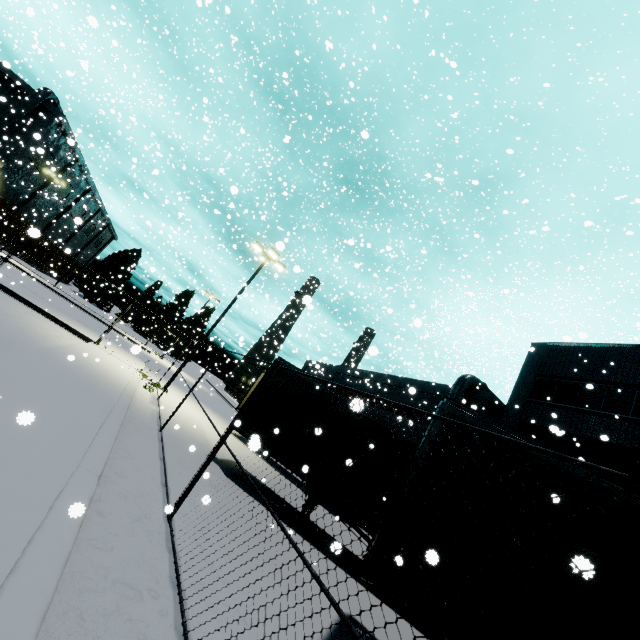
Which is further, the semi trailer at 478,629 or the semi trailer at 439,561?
the semi trailer at 478,629

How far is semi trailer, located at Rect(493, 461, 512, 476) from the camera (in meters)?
4.70

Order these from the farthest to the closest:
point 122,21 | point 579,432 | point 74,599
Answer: point 579,432
point 122,21
point 74,599

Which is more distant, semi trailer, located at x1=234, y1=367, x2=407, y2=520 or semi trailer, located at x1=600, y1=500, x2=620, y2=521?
semi trailer, located at x1=234, y1=367, x2=407, y2=520

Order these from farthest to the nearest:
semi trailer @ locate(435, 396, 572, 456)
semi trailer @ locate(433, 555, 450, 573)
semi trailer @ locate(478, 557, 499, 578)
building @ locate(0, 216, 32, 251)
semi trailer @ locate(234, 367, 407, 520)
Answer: building @ locate(0, 216, 32, 251), semi trailer @ locate(234, 367, 407, 520), semi trailer @ locate(435, 396, 572, 456), semi trailer @ locate(478, 557, 499, 578), semi trailer @ locate(433, 555, 450, 573)

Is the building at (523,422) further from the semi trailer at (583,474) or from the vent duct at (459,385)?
the semi trailer at (583,474)

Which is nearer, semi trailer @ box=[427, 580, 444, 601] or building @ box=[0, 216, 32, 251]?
semi trailer @ box=[427, 580, 444, 601]

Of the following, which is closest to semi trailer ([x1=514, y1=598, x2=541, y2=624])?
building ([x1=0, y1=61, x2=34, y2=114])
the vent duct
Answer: the vent duct
